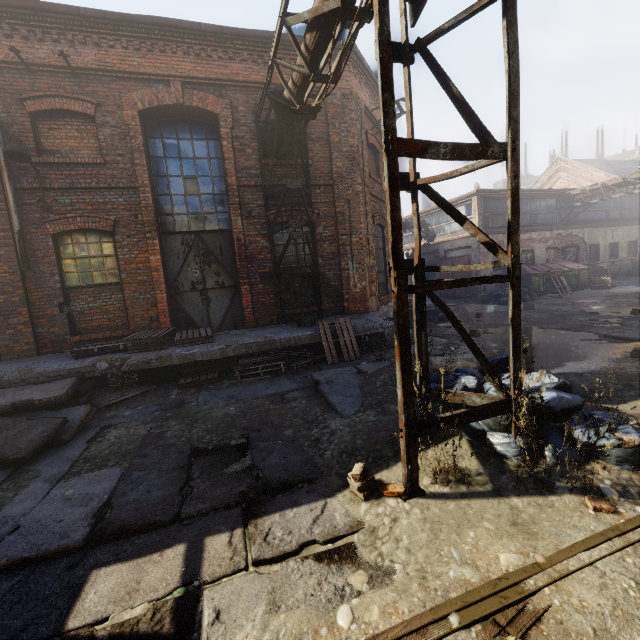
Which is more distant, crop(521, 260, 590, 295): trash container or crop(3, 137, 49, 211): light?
crop(521, 260, 590, 295): trash container

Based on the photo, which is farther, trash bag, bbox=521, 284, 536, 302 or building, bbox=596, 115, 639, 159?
building, bbox=596, 115, 639, 159

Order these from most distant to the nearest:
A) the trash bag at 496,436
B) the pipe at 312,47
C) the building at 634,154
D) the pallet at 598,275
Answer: the building at 634,154
the pallet at 598,275
the pipe at 312,47
the trash bag at 496,436

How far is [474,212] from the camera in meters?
18.8

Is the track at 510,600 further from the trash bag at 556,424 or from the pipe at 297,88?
the pipe at 297,88

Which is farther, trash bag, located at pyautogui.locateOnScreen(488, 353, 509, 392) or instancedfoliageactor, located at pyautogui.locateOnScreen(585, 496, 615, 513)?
trash bag, located at pyautogui.locateOnScreen(488, 353, 509, 392)

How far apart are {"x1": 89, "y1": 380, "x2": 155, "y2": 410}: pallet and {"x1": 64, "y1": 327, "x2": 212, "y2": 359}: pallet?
0.71m

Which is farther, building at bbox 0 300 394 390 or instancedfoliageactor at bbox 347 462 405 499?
building at bbox 0 300 394 390
